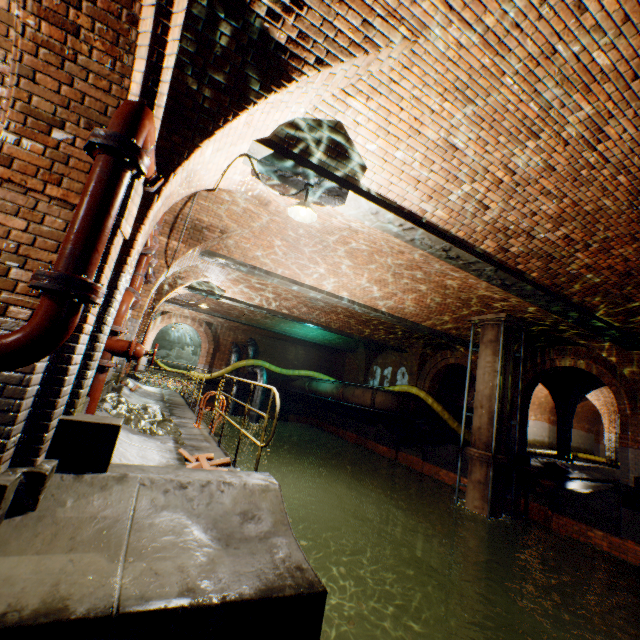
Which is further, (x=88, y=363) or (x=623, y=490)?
(x=623, y=490)

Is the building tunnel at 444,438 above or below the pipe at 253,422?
above

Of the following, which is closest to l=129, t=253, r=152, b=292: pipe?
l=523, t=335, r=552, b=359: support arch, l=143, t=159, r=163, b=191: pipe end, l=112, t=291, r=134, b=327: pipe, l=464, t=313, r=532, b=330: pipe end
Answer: l=112, t=291, r=134, b=327: pipe

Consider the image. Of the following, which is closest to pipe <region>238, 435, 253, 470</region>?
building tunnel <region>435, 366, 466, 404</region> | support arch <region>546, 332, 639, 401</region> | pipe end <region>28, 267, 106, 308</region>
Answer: building tunnel <region>435, 366, 466, 404</region>

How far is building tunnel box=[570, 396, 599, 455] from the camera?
25.0m

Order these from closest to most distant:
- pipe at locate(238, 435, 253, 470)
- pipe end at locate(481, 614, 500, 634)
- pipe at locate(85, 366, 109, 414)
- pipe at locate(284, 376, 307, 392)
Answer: pipe at locate(85, 366, 109, 414)
pipe end at locate(481, 614, 500, 634)
pipe at locate(238, 435, 253, 470)
pipe at locate(284, 376, 307, 392)

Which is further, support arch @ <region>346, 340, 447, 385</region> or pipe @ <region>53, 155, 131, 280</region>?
support arch @ <region>346, 340, 447, 385</region>

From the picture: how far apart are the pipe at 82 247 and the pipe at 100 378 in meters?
2.9
